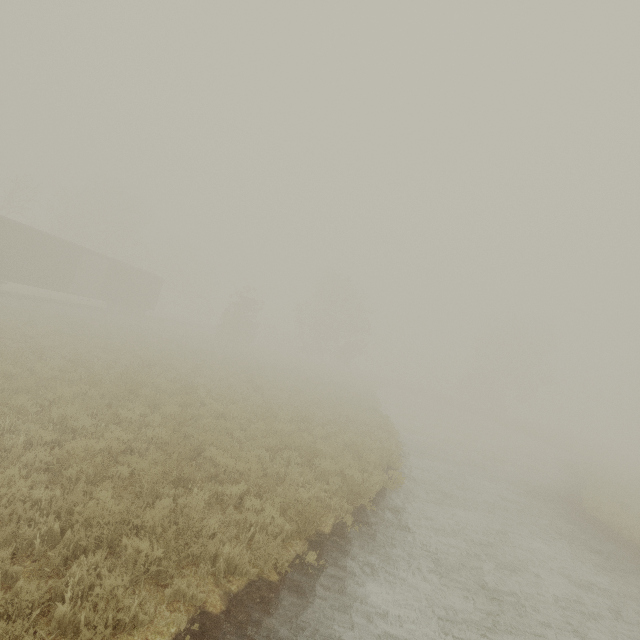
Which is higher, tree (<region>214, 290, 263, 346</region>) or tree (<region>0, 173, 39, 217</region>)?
tree (<region>0, 173, 39, 217</region>)

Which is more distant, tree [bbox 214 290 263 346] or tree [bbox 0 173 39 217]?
tree [bbox 214 290 263 346]

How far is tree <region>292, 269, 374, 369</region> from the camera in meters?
45.3

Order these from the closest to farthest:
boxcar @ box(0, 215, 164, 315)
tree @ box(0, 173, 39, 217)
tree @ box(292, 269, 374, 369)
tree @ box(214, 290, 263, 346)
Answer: boxcar @ box(0, 215, 164, 315) → tree @ box(0, 173, 39, 217) → tree @ box(214, 290, 263, 346) → tree @ box(292, 269, 374, 369)

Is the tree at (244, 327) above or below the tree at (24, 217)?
below

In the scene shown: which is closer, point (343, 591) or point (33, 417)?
point (343, 591)

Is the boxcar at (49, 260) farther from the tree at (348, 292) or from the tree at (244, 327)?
the tree at (348, 292)

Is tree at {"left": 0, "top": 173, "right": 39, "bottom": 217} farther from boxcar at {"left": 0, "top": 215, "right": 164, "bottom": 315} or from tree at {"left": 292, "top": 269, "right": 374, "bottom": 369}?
tree at {"left": 292, "top": 269, "right": 374, "bottom": 369}
